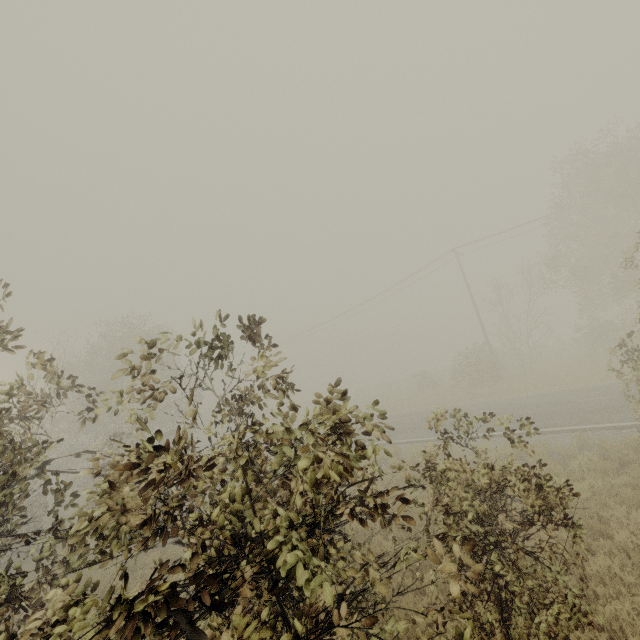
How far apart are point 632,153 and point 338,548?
25.8m
